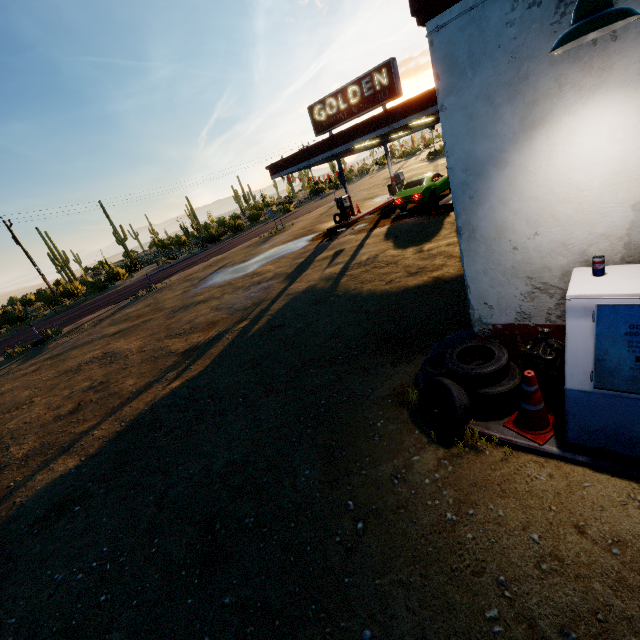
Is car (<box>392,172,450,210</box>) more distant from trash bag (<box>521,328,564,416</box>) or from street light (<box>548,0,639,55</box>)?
street light (<box>548,0,639,55</box>)

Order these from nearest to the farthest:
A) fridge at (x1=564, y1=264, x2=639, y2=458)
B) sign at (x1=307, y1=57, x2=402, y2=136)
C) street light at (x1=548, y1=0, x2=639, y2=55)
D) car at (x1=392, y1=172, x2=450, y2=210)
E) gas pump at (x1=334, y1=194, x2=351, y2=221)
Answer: street light at (x1=548, y1=0, x2=639, y2=55) → fridge at (x1=564, y1=264, x2=639, y2=458) → sign at (x1=307, y1=57, x2=402, y2=136) → car at (x1=392, y1=172, x2=450, y2=210) → gas pump at (x1=334, y1=194, x2=351, y2=221)

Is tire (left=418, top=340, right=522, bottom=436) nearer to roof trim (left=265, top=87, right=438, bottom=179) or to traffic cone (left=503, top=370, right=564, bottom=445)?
traffic cone (left=503, top=370, right=564, bottom=445)

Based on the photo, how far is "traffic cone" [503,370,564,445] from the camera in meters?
3.2

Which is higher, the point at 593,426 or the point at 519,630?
the point at 593,426

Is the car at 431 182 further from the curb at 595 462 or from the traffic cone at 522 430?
the traffic cone at 522 430

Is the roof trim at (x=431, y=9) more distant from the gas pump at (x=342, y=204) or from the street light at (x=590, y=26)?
the gas pump at (x=342, y=204)

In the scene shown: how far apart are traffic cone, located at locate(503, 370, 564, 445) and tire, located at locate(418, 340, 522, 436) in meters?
0.1 m
